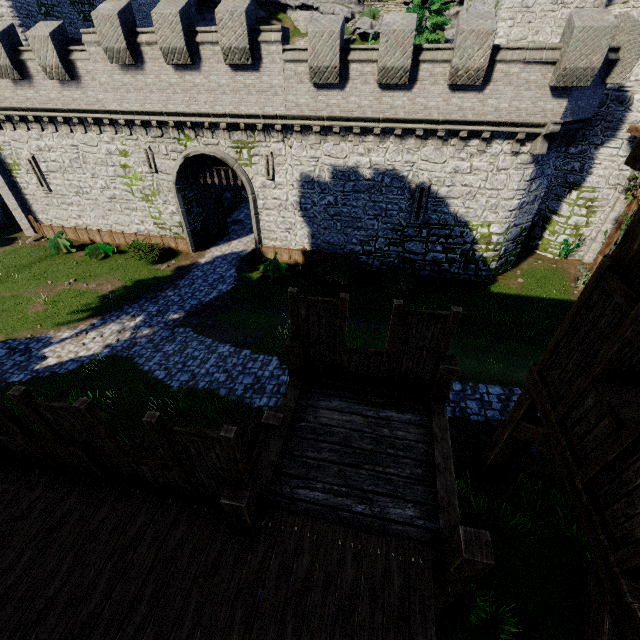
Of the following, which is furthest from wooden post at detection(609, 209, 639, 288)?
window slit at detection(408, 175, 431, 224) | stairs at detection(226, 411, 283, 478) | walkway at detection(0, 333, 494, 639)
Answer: window slit at detection(408, 175, 431, 224)

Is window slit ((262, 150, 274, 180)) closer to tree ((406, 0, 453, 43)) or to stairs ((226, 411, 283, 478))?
tree ((406, 0, 453, 43))

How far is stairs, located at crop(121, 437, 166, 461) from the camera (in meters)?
7.28

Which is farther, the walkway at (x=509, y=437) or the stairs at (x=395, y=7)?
the stairs at (x=395, y=7)

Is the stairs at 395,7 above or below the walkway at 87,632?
above

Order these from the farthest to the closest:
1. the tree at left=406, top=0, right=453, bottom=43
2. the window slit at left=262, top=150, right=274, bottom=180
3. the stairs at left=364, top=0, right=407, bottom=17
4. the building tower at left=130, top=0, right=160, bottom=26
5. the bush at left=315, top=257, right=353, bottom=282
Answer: the stairs at left=364, top=0, right=407, bottom=17 < the building tower at left=130, top=0, right=160, bottom=26 < the tree at left=406, top=0, right=453, bottom=43 < the bush at left=315, top=257, right=353, bottom=282 < the window slit at left=262, top=150, right=274, bottom=180

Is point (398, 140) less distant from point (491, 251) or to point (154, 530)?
point (491, 251)

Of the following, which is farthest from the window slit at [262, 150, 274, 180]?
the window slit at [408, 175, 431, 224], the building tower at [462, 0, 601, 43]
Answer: the building tower at [462, 0, 601, 43]
